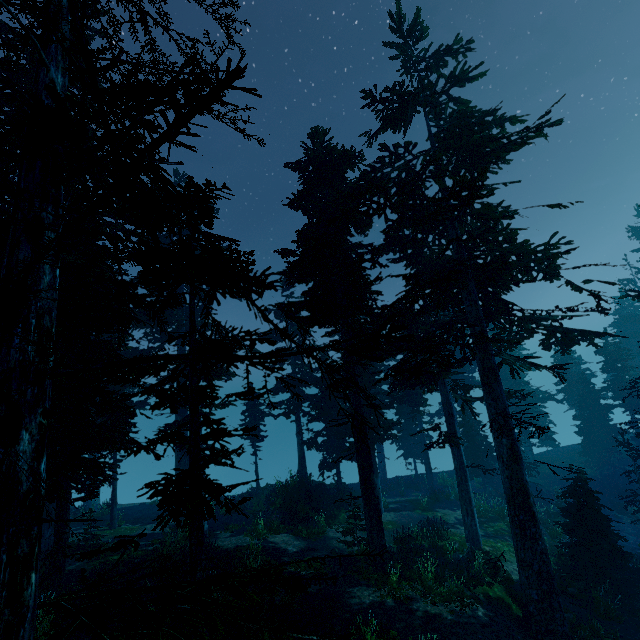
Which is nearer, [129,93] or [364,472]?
[129,93]

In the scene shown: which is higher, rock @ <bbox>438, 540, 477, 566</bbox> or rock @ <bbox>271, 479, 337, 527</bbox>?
rock @ <bbox>271, 479, 337, 527</bbox>

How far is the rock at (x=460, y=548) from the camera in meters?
14.4 m

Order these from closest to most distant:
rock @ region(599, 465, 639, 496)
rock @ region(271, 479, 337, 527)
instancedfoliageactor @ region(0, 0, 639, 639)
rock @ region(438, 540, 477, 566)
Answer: instancedfoliageactor @ region(0, 0, 639, 639)
rock @ region(438, 540, 477, 566)
rock @ region(271, 479, 337, 527)
rock @ region(599, 465, 639, 496)

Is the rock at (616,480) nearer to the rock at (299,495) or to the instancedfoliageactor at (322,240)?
the instancedfoliageactor at (322,240)

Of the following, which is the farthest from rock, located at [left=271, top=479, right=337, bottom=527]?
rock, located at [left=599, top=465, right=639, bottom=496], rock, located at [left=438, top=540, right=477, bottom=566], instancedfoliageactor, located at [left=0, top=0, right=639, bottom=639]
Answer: rock, located at [left=599, top=465, right=639, bottom=496]

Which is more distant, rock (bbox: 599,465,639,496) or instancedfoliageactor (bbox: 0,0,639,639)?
rock (bbox: 599,465,639,496)

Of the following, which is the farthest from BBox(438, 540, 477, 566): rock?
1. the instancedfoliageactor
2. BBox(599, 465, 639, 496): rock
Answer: BBox(599, 465, 639, 496): rock
